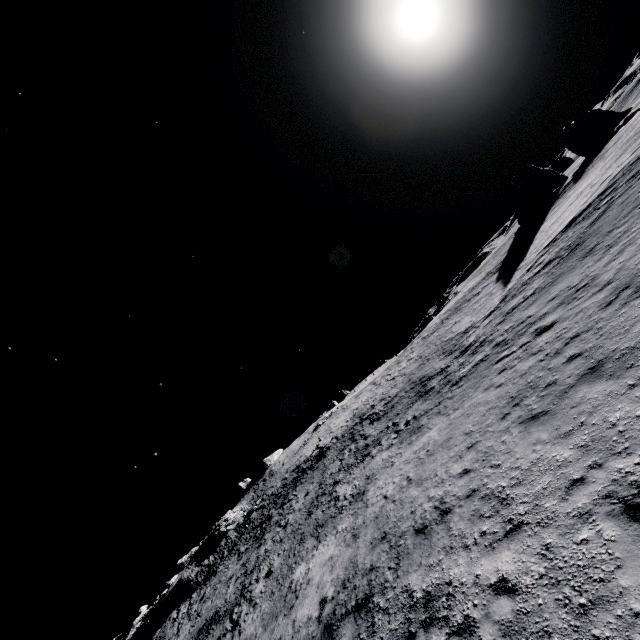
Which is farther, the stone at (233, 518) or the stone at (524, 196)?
the stone at (233, 518)

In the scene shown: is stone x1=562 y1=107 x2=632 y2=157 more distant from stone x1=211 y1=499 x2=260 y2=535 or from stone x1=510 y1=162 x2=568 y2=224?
stone x1=211 y1=499 x2=260 y2=535

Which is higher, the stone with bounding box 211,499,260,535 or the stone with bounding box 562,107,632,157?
the stone with bounding box 211,499,260,535

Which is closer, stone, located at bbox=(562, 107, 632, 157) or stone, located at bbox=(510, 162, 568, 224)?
stone, located at bbox=(510, 162, 568, 224)

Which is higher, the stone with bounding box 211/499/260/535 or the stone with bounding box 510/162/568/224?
the stone with bounding box 211/499/260/535

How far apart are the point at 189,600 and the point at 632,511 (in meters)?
49.36

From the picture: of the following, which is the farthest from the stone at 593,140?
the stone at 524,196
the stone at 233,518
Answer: the stone at 233,518

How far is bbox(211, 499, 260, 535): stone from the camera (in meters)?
45.56
